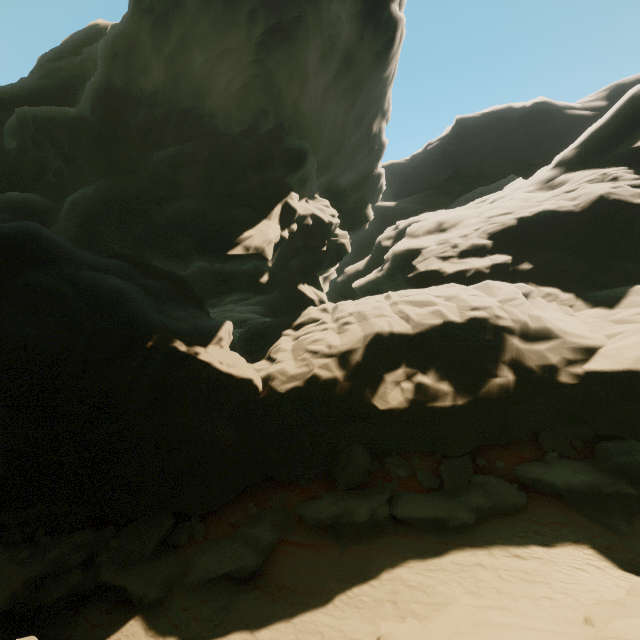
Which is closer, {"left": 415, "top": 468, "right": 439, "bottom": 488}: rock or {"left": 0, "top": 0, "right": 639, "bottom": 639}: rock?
{"left": 0, "top": 0, "right": 639, "bottom": 639}: rock

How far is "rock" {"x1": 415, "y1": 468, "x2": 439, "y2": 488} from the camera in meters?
10.5

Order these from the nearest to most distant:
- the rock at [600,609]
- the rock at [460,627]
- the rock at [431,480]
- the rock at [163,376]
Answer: the rock at [600,609], the rock at [460,627], the rock at [163,376], the rock at [431,480]

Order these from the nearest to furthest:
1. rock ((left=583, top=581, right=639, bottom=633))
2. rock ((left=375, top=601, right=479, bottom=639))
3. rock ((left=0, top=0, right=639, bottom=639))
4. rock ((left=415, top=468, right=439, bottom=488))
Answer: rock ((left=583, top=581, right=639, bottom=633))
rock ((left=375, top=601, right=479, bottom=639))
rock ((left=0, top=0, right=639, bottom=639))
rock ((left=415, top=468, right=439, bottom=488))

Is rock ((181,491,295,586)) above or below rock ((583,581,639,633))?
below

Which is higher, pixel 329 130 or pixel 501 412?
pixel 329 130

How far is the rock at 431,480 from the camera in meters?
10.5 m
